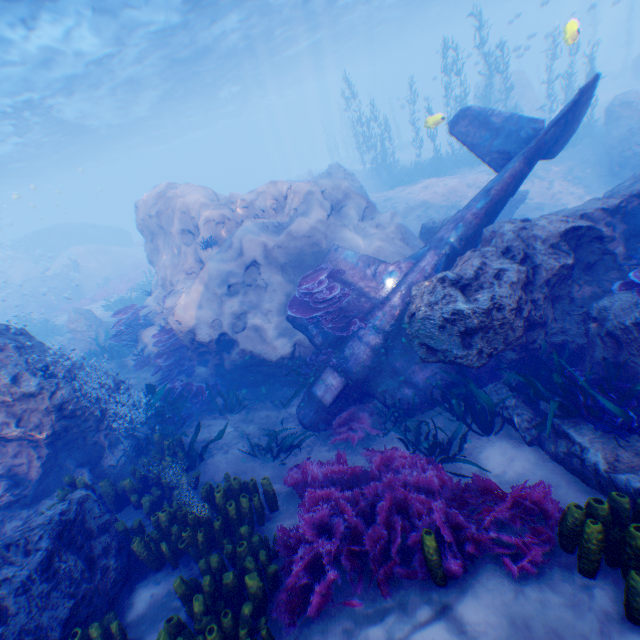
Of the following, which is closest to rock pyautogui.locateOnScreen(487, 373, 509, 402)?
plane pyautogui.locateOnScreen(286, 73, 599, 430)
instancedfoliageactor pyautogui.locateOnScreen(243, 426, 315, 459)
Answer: plane pyautogui.locateOnScreen(286, 73, 599, 430)

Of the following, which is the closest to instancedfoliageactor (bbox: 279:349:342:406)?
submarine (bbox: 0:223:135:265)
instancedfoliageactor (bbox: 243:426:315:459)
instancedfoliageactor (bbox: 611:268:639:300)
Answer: instancedfoliageactor (bbox: 243:426:315:459)

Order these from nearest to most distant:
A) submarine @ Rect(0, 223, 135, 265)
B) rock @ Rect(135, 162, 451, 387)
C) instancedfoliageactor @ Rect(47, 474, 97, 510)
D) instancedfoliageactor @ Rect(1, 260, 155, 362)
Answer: instancedfoliageactor @ Rect(47, 474, 97, 510), rock @ Rect(135, 162, 451, 387), instancedfoliageactor @ Rect(1, 260, 155, 362), submarine @ Rect(0, 223, 135, 265)

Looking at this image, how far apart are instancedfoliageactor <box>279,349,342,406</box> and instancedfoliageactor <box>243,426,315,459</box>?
0.60m

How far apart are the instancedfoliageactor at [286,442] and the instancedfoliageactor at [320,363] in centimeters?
60cm

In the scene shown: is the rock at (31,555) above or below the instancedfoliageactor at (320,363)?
above

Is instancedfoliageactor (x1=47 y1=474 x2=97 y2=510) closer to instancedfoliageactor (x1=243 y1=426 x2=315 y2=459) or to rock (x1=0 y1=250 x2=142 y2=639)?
rock (x1=0 y1=250 x2=142 y2=639)

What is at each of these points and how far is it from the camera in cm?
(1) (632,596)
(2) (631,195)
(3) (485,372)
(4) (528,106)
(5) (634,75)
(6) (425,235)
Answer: (1) instancedfoliageactor, 252
(2) rock, 631
(3) plane, 683
(4) rock, 2777
(5) rock, 2722
(6) rock, 1169
